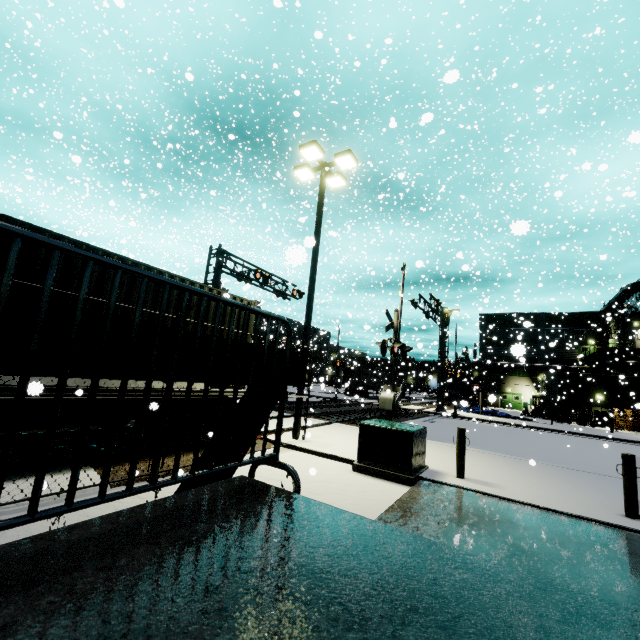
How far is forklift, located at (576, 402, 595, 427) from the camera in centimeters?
2938cm

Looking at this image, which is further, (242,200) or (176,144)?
(242,200)

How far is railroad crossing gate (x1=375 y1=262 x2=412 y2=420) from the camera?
12.55m

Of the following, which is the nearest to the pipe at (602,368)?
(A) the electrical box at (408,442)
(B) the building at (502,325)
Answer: (B) the building at (502,325)

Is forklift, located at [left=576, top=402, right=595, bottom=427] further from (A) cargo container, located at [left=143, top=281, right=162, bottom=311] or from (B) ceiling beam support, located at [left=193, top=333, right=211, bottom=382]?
(B) ceiling beam support, located at [left=193, top=333, right=211, bottom=382]

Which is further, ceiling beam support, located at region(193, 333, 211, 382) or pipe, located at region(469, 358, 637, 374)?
pipe, located at region(469, 358, 637, 374)

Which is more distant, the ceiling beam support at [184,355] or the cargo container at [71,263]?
the cargo container at [71,263]

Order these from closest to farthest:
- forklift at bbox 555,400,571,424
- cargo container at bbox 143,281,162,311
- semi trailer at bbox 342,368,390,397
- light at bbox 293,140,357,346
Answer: cargo container at bbox 143,281,162,311 → light at bbox 293,140,357,346 → forklift at bbox 555,400,571,424 → semi trailer at bbox 342,368,390,397
